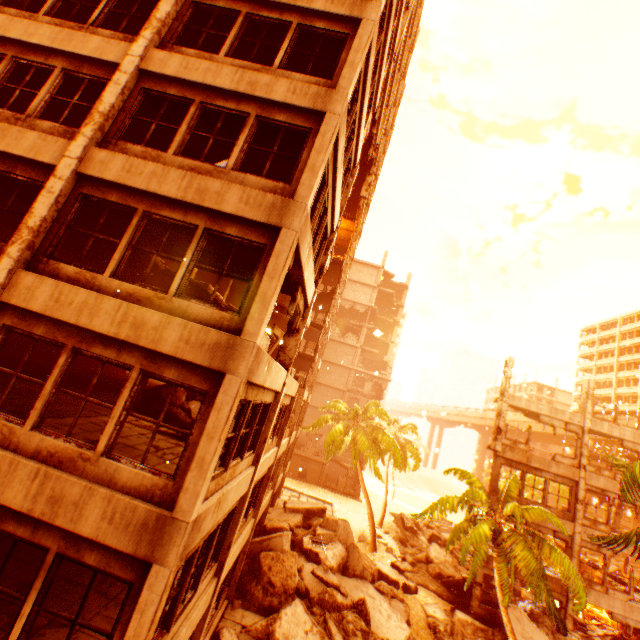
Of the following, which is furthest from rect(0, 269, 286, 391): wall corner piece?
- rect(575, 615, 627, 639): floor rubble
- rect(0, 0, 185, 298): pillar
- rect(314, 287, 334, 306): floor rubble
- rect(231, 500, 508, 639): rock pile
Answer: rect(575, 615, 627, 639): floor rubble

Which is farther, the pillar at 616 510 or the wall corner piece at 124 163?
the pillar at 616 510

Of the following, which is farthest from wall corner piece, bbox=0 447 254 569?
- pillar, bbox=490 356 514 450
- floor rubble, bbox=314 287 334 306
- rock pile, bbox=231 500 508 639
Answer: floor rubble, bbox=314 287 334 306

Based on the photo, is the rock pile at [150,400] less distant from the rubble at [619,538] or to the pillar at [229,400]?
the pillar at [229,400]

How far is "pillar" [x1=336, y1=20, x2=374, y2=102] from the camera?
7.3 meters

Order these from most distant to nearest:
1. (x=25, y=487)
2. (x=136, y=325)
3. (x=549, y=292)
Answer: (x=549, y=292), (x=136, y=325), (x=25, y=487)

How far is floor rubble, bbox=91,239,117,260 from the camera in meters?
12.3

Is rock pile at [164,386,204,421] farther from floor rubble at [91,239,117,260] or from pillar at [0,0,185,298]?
floor rubble at [91,239,117,260]
